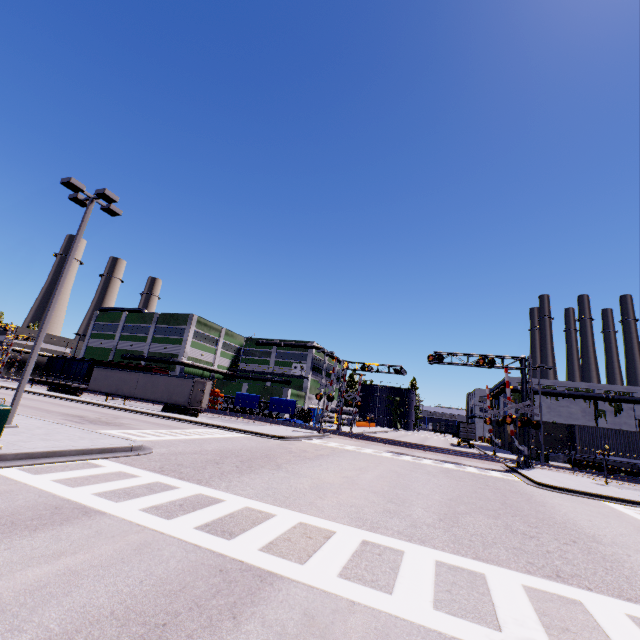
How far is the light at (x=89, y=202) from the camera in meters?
12.1

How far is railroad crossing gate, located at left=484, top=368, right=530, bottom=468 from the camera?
24.19m

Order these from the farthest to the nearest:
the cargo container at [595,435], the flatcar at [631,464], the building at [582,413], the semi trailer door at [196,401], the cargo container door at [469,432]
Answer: the cargo container door at [469,432]
the building at [582,413]
the semi trailer door at [196,401]
the cargo container at [595,435]
the flatcar at [631,464]

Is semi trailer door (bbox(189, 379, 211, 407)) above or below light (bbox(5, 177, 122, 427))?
below

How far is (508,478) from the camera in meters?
19.4 m

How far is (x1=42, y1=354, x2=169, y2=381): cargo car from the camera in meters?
48.7 m

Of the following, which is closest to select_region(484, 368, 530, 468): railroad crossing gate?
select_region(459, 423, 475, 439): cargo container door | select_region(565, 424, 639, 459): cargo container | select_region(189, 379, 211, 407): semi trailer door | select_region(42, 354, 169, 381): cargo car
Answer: select_region(565, 424, 639, 459): cargo container

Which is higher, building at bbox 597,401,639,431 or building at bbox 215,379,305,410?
building at bbox 597,401,639,431
